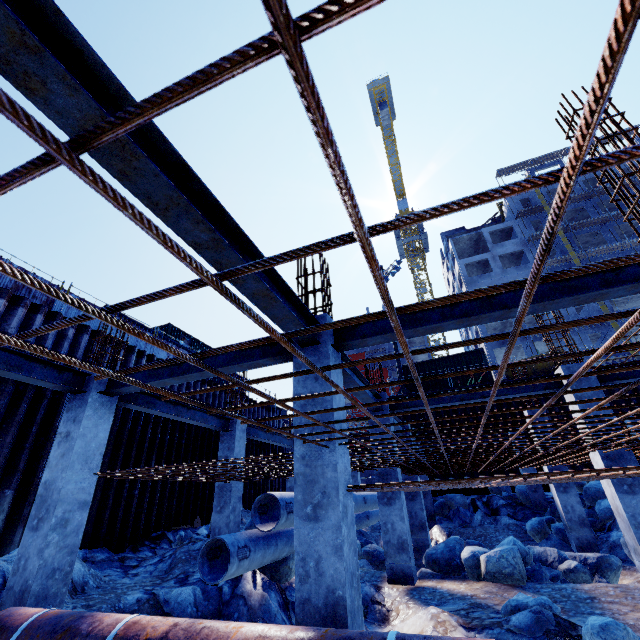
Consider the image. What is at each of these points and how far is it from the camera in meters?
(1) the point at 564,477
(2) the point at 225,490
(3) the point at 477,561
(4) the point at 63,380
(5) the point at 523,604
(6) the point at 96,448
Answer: (1) rebar, 3.7
(2) concrete column, 9.7
(3) compgrassrocksplants, 7.1
(4) steel beam, 6.2
(5) compgrassrocksplants, 4.6
(6) concrete column, 6.2

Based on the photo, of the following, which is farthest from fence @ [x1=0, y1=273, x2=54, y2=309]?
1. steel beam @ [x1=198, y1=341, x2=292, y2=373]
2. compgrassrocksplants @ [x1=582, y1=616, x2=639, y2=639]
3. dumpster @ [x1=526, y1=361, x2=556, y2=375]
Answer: dumpster @ [x1=526, y1=361, x2=556, y2=375]

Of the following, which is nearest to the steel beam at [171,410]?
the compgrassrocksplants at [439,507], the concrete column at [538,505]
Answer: the compgrassrocksplants at [439,507]

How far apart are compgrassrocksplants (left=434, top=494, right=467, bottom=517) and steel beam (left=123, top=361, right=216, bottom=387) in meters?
15.1

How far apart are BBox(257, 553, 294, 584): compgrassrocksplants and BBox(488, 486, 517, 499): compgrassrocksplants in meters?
12.6

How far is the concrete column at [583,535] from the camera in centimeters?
996cm

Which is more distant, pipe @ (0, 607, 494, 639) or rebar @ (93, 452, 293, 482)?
rebar @ (93, 452, 293, 482)

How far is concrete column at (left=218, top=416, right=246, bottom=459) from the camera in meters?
10.2
